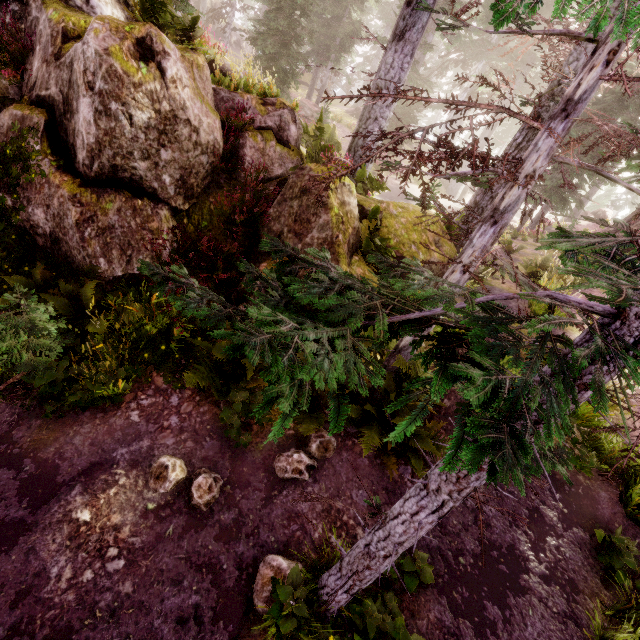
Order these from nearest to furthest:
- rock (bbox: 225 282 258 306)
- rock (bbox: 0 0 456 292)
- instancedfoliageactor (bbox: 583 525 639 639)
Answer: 1. instancedfoliageactor (bbox: 583 525 639 639)
2. rock (bbox: 0 0 456 292)
3. rock (bbox: 225 282 258 306)

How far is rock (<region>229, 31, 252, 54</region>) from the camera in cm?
4391

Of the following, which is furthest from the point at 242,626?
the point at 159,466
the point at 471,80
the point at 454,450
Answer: the point at 471,80

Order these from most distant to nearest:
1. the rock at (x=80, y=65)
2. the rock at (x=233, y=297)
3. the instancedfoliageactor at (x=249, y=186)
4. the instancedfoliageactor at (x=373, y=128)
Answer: the instancedfoliageactor at (x=249, y=186) → the rock at (x=233, y=297) → the rock at (x=80, y=65) → the instancedfoliageactor at (x=373, y=128)

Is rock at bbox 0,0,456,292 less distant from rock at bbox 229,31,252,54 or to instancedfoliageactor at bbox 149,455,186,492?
instancedfoliageactor at bbox 149,455,186,492

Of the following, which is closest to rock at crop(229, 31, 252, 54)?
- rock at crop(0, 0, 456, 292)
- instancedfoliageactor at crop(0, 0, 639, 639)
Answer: instancedfoliageactor at crop(0, 0, 639, 639)

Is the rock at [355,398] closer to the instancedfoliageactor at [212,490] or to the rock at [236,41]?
the instancedfoliageactor at [212,490]
